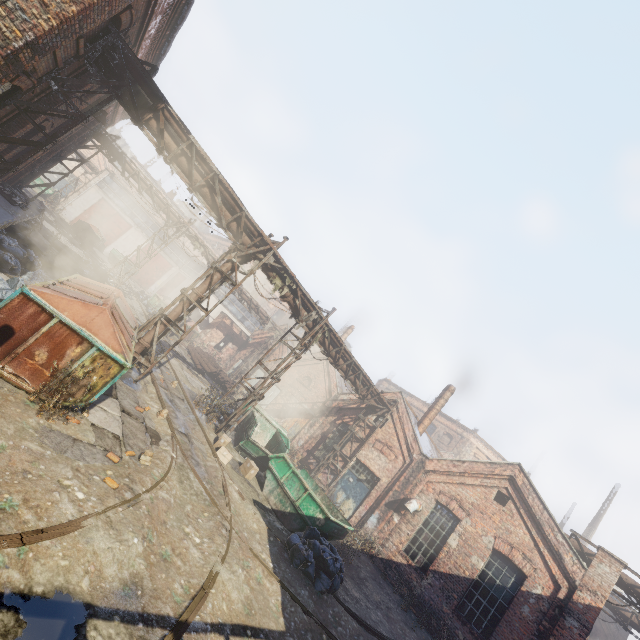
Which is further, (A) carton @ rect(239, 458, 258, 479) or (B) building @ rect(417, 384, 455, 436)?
(B) building @ rect(417, 384, 455, 436)

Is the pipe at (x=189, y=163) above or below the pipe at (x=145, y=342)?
above

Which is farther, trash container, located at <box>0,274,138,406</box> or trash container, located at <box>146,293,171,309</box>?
trash container, located at <box>146,293,171,309</box>

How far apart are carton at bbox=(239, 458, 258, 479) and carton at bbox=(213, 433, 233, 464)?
0.65m

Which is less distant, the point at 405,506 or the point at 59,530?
the point at 59,530

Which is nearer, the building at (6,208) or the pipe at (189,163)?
the pipe at (189,163)

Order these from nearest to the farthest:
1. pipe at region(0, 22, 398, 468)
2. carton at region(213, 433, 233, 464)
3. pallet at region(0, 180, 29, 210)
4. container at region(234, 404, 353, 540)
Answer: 1. pipe at region(0, 22, 398, 468)
2. container at region(234, 404, 353, 540)
3. carton at region(213, 433, 233, 464)
4. pallet at region(0, 180, 29, 210)

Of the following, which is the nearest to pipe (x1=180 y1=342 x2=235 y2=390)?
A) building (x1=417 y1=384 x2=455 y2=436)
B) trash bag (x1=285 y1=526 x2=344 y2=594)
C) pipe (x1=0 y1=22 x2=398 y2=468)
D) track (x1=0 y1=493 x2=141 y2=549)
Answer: pipe (x1=0 y1=22 x2=398 y2=468)
